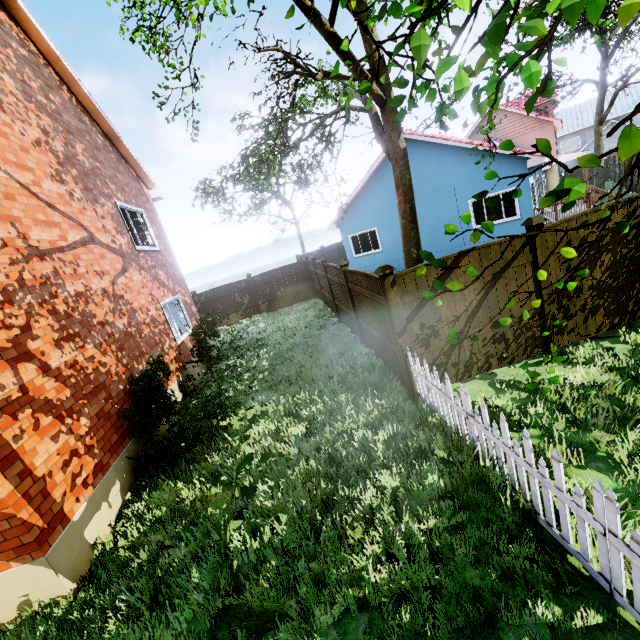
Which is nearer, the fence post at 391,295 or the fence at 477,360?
the fence at 477,360

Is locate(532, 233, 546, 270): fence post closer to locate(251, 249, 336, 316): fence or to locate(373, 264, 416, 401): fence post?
locate(251, 249, 336, 316): fence

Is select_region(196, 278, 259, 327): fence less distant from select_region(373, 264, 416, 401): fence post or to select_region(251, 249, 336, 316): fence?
select_region(251, 249, 336, 316): fence

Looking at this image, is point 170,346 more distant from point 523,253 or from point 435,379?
point 523,253

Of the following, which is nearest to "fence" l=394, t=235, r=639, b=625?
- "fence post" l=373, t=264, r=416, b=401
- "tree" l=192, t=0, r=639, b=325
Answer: "fence post" l=373, t=264, r=416, b=401

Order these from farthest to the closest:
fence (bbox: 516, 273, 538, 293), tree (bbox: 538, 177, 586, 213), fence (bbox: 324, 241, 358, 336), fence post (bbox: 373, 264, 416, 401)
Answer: fence (bbox: 324, 241, 358, 336) < fence (bbox: 516, 273, 538, 293) < fence post (bbox: 373, 264, 416, 401) < tree (bbox: 538, 177, 586, 213)

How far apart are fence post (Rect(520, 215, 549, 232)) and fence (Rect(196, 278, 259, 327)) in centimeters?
1419cm

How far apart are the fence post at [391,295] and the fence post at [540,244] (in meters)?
2.51
